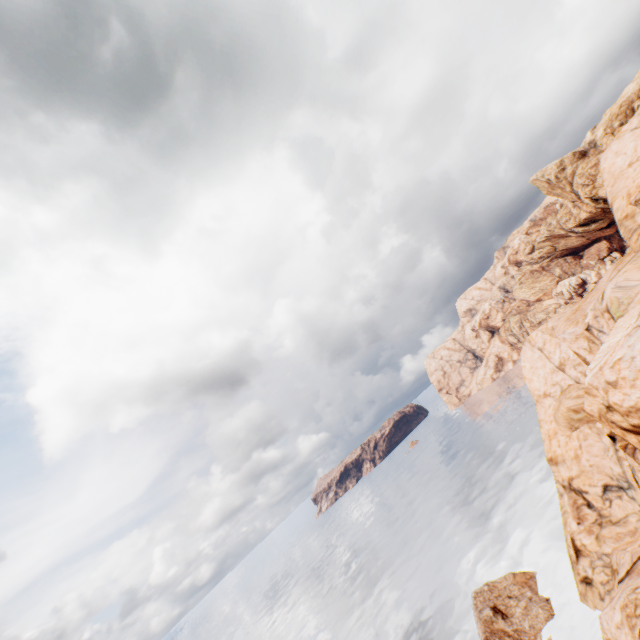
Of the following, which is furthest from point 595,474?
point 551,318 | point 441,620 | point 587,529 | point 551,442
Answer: point 441,620

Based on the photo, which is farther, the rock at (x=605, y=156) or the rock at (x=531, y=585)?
the rock at (x=531, y=585)

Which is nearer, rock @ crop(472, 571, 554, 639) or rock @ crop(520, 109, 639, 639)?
rock @ crop(520, 109, 639, 639)

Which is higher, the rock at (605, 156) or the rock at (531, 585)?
the rock at (605, 156)

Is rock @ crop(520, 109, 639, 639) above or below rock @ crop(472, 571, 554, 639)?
above
